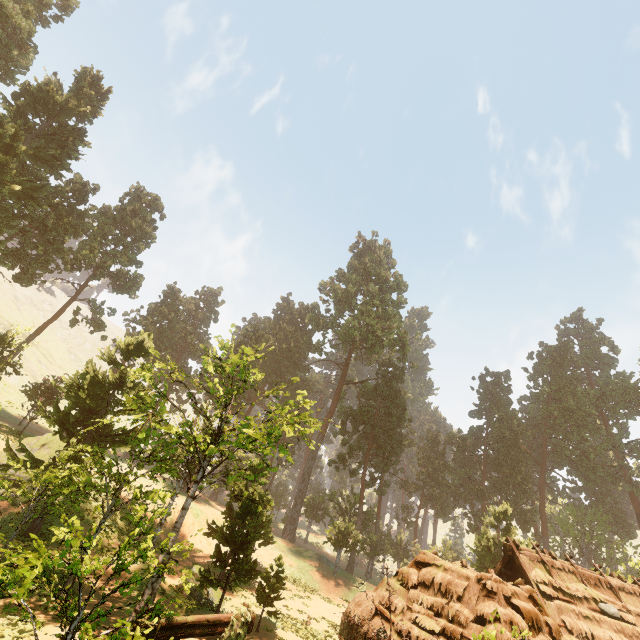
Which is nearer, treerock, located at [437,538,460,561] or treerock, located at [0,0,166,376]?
treerock, located at [0,0,166,376]

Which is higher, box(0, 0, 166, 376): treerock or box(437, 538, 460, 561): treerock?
box(0, 0, 166, 376): treerock

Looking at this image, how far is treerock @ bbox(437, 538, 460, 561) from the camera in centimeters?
4631cm

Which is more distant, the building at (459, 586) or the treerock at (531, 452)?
the treerock at (531, 452)

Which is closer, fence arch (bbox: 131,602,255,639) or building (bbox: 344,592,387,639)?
fence arch (bbox: 131,602,255,639)

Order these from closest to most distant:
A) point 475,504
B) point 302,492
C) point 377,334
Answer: point 302,492 → point 377,334 → point 475,504

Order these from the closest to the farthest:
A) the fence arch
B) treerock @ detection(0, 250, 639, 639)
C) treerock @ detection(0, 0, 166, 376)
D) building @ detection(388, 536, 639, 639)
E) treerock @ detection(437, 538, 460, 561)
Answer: the fence arch < building @ detection(388, 536, 639, 639) < treerock @ detection(0, 250, 639, 639) < treerock @ detection(0, 0, 166, 376) < treerock @ detection(437, 538, 460, 561)
